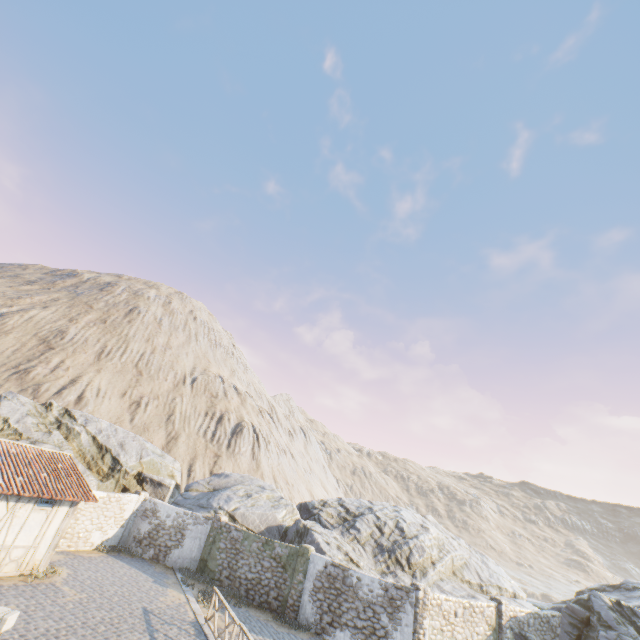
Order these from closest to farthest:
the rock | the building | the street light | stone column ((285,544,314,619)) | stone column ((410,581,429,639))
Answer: the street light
the building
stone column ((410,581,429,639))
stone column ((285,544,314,619))
the rock

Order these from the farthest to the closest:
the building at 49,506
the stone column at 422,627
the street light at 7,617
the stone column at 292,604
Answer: the stone column at 292,604 → the stone column at 422,627 → the building at 49,506 → the street light at 7,617

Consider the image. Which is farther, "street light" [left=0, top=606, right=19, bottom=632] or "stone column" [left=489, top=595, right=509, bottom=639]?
"stone column" [left=489, top=595, right=509, bottom=639]

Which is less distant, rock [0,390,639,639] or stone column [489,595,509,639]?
stone column [489,595,509,639]

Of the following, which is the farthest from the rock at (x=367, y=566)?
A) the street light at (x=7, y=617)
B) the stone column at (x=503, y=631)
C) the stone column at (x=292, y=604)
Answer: the street light at (x=7, y=617)

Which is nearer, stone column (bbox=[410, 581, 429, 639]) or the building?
the building

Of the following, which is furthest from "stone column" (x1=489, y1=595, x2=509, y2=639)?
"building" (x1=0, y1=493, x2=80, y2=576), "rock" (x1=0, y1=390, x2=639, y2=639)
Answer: "building" (x1=0, y1=493, x2=80, y2=576)

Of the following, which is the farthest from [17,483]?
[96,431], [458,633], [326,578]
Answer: [458,633]
